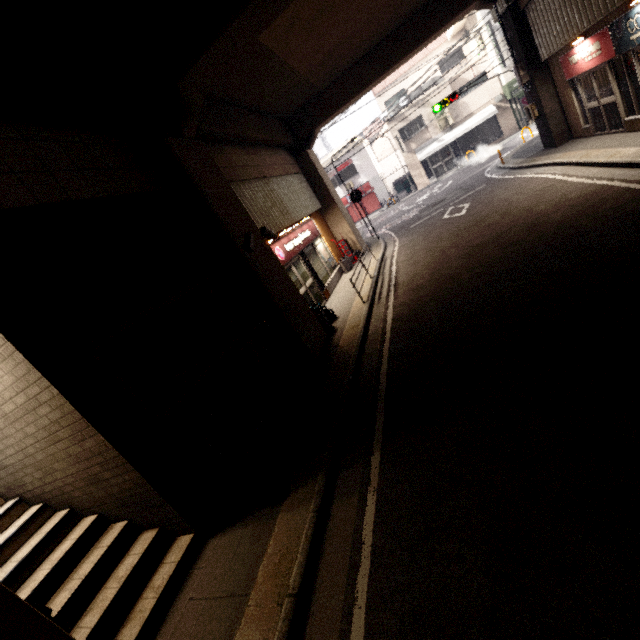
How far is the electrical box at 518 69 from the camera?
11.92m

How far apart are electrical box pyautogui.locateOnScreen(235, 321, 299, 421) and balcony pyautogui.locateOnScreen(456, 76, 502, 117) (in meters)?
26.82

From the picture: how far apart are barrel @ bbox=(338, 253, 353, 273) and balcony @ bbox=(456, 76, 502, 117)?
19.1 meters

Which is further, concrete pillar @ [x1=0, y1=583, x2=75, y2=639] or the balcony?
the balcony

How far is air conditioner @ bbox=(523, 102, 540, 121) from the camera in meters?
12.5

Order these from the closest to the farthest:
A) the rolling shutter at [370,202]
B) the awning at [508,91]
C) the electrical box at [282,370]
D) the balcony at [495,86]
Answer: the electrical box at [282,370]
the awning at [508,91]
the balcony at [495,86]
the rolling shutter at [370,202]

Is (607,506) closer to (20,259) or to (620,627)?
(620,627)

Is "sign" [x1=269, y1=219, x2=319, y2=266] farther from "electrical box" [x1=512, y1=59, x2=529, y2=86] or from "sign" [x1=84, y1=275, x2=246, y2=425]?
"electrical box" [x1=512, y1=59, x2=529, y2=86]
